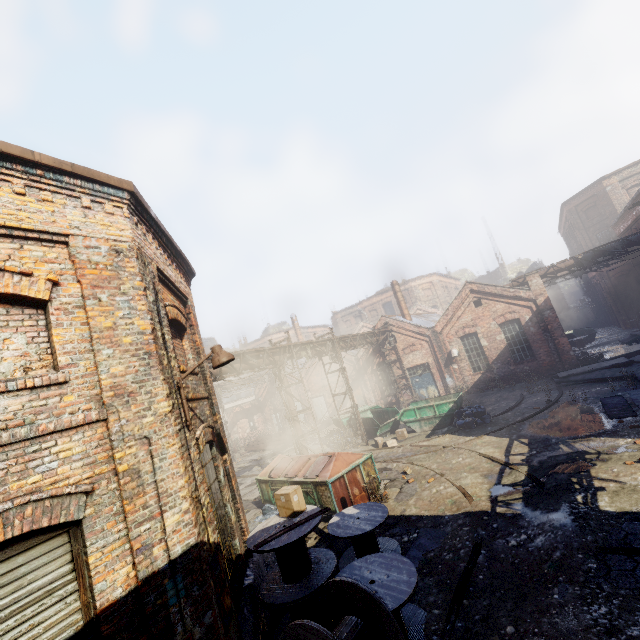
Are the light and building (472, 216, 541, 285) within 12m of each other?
no

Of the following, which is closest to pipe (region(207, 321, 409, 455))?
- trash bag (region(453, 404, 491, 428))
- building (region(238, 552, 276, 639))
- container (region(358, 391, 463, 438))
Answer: building (region(238, 552, 276, 639))

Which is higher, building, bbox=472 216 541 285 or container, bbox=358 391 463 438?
building, bbox=472 216 541 285

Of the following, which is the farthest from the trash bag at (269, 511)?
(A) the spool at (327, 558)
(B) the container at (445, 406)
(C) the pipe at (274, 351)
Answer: (B) the container at (445, 406)

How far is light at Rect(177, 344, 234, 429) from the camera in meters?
5.4 m

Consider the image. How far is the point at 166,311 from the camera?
6.4m

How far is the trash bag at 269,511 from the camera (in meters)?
10.70

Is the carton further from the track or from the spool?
the track
